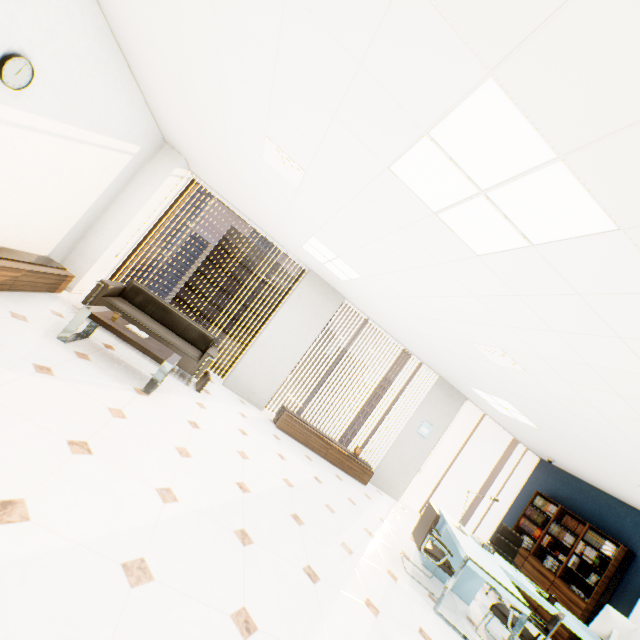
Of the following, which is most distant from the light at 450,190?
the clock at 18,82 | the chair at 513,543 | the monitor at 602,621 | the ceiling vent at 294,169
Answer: the chair at 513,543

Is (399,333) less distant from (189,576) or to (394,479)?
(394,479)

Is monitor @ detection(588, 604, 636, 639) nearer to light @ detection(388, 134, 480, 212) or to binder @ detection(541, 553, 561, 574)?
binder @ detection(541, 553, 561, 574)

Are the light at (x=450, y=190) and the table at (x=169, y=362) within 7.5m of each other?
yes

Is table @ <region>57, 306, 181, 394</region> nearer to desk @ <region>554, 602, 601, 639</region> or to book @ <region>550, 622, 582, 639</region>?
desk @ <region>554, 602, 601, 639</region>

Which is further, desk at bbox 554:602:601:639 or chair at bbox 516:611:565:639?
desk at bbox 554:602:601:639

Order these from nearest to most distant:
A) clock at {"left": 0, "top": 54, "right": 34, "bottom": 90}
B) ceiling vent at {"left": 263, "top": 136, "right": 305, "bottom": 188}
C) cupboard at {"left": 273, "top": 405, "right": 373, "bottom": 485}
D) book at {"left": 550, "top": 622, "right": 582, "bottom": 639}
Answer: clock at {"left": 0, "top": 54, "right": 34, "bottom": 90}
ceiling vent at {"left": 263, "top": 136, "right": 305, "bottom": 188}
book at {"left": 550, "top": 622, "right": 582, "bottom": 639}
cupboard at {"left": 273, "top": 405, "right": 373, "bottom": 485}

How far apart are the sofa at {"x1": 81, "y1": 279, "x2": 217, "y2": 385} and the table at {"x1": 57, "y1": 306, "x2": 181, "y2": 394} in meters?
0.5 m
